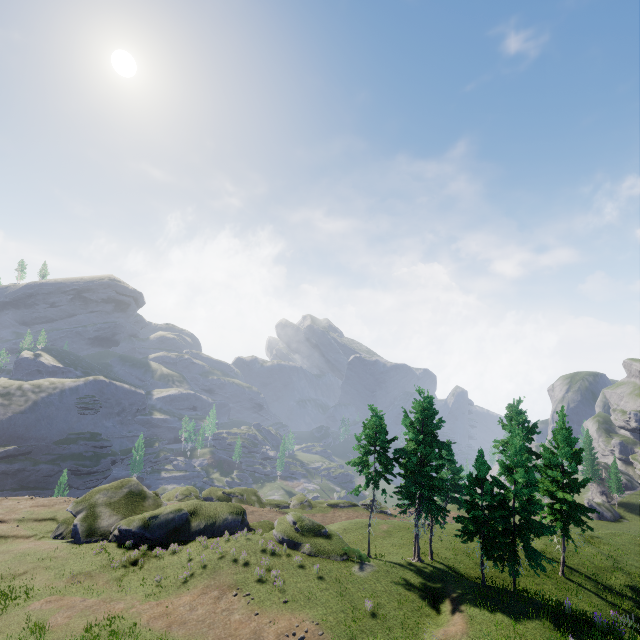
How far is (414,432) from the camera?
27.3 meters
